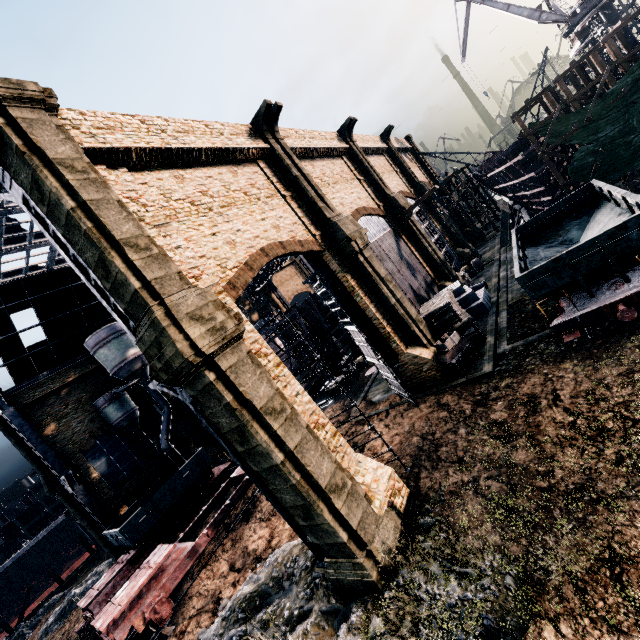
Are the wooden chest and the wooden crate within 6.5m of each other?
yes

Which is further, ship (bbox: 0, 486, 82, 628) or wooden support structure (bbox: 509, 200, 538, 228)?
ship (bbox: 0, 486, 82, 628)

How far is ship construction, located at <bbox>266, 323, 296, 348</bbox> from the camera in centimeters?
3002cm

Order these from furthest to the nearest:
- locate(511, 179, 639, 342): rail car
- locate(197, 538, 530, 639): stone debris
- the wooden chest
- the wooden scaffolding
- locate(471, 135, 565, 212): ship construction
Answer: locate(471, 135, 565, 212): ship construction < the wooden scaffolding < the wooden chest < locate(511, 179, 639, 342): rail car < locate(197, 538, 530, 639): stone debris

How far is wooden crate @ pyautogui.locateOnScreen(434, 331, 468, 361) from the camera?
18.2 meters

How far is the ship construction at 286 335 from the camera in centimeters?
3002cm

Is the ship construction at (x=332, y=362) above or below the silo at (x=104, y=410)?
below

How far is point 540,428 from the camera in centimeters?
1143cm
